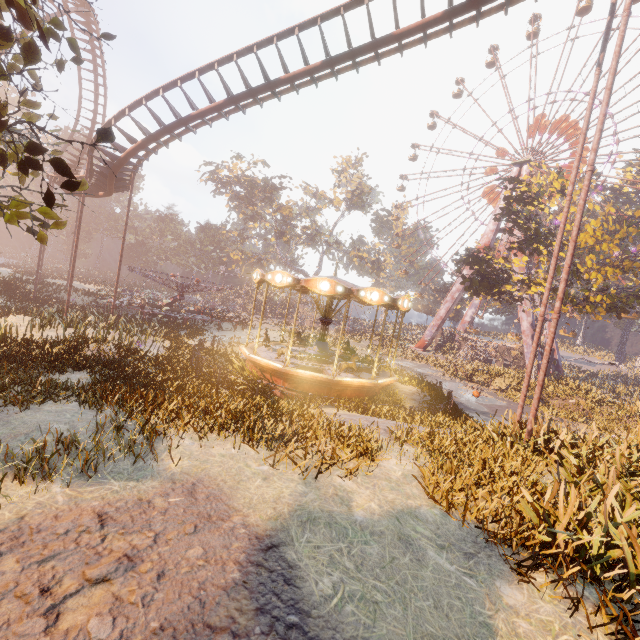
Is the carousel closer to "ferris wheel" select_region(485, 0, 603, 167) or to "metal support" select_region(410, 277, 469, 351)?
"metal support" select_region(410, 277, 469, 351)

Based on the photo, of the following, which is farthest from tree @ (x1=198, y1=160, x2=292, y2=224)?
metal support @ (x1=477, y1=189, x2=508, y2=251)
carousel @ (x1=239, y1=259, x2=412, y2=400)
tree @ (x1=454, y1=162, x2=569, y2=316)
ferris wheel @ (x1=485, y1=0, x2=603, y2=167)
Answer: carousel @ (x1=239, y1=259, x2=412, y2=400)

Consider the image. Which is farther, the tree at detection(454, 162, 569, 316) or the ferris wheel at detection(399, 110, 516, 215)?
the ferris wheel at detection(399, 110, 516, 215)

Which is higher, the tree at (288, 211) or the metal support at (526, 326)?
the tree at (288, 211)

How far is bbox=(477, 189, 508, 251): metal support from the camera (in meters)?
42.62

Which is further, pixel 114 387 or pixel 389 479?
pixel 114 387

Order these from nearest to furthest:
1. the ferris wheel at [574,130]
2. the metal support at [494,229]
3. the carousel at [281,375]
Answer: the carousel at [281,375] < the ferris wheel at [574,130] < the metal support at [494,229]

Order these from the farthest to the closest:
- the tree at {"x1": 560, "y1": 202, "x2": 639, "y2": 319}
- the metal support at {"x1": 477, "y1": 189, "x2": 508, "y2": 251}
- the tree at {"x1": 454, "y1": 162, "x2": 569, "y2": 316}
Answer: the metal support at {"x1": 477, "y1": 189, "x2": 508, "y2": 251} < the tree at {"x1": 454, "y1": 162, "x2": 569, "y2": 316} < the tree at {"x1": 560, "y1": 202, "x2": 639, "y2": 319}
